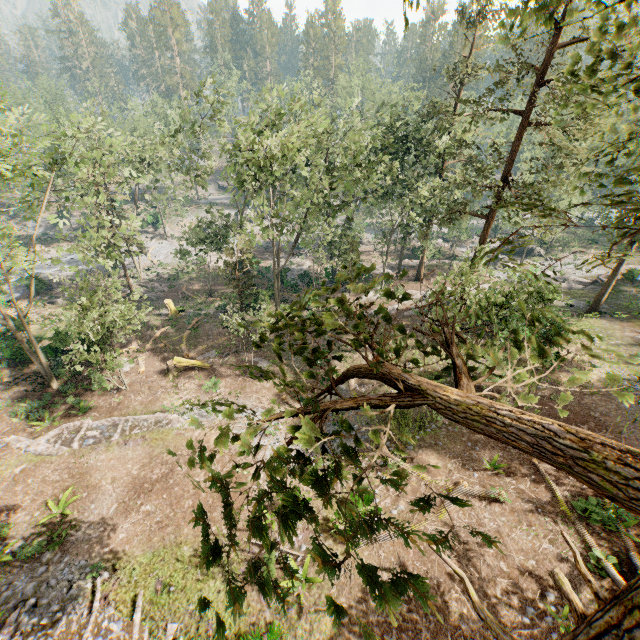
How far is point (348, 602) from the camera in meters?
11.4 m

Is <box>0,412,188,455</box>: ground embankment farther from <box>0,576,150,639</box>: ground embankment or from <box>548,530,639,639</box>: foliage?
<box>0,576,150,639</box>: ground embankment

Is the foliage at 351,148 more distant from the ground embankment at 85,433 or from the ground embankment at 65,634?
the ground embankment at 65,634

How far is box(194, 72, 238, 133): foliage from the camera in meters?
23.9 m

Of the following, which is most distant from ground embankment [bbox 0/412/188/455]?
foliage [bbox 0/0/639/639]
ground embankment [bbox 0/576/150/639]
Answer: ground embankment [bbox 0/576/150/639]

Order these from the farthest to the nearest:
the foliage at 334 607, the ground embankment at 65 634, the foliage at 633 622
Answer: the ground embankment at 65 634 < the foliage at 633 622 < the foliage at 334 607
